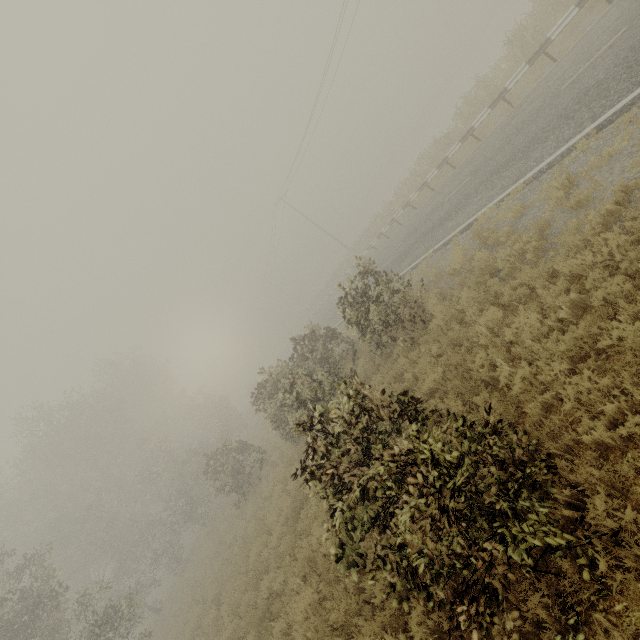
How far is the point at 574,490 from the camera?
3.7m
